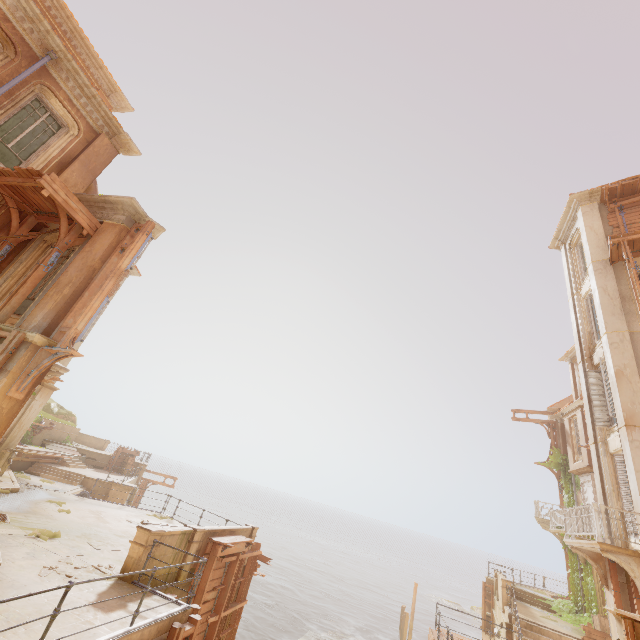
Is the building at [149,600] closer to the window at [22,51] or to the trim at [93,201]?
the trim at [93,201]

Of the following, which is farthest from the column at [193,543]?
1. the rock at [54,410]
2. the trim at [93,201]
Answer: the rock at [54,410]

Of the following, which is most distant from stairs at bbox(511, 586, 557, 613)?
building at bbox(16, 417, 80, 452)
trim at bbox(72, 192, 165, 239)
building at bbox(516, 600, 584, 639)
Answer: trim at bbox(72, 192, 165, 239)

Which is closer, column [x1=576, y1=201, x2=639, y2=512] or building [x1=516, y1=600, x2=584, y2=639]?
column [x1=576, y1=201, x2=639, y2=512]

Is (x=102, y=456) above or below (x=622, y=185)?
below

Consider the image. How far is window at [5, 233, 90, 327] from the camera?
8.52m

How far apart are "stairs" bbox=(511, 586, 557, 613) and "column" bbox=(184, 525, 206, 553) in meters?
22.8

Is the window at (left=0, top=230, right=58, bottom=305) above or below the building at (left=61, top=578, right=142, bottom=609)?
above
